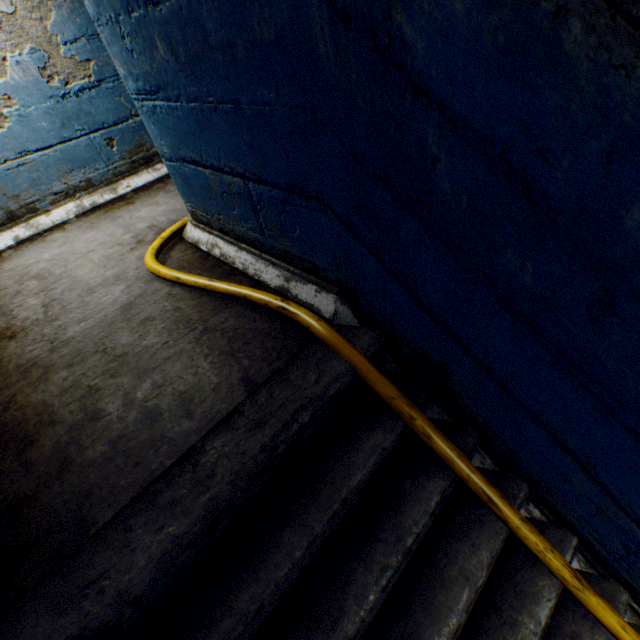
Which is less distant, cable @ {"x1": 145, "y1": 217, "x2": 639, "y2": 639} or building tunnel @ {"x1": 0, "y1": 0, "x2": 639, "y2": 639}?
building tunnel @ {"x1": 0, "y1": 0, "x2": 639, "y2": 639}

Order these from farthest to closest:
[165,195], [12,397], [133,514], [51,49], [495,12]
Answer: [165,195] < [51,49] < [12,397] < [133,514] < [495,12]

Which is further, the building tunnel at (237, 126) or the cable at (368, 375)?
the cable at (368, 375)
